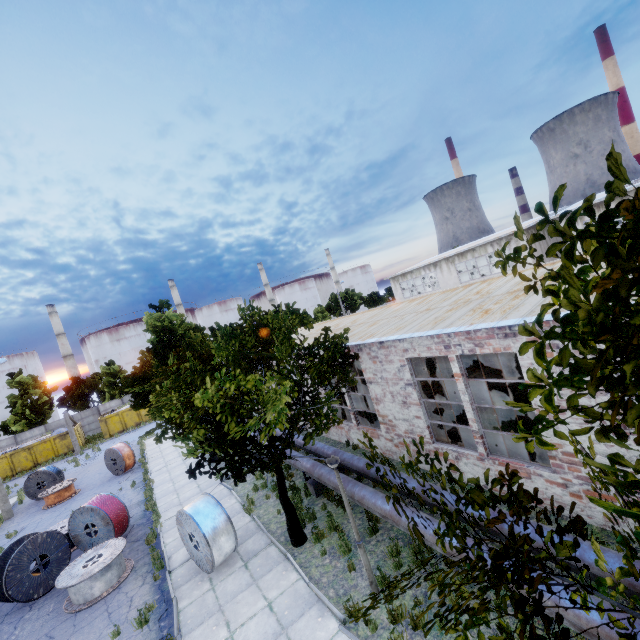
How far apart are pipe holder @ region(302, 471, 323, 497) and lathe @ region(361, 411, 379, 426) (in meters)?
3.03

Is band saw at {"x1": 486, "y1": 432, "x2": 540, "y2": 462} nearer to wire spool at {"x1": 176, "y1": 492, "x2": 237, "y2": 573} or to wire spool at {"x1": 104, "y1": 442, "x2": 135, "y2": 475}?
wire spool at {"x1": 176, "y1": 492, "x2": 237, "y2": 573}

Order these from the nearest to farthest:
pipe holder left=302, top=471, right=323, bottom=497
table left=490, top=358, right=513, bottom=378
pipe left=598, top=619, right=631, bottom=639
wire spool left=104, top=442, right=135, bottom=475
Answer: pipe left=598, top=619, right=631, bottom=639 < pipe holder left=302, top=471, right=323, bottom=497 < table left=490, top=358, right=513, bottom=378 < wire spool left=104, top=442, right=135, bottom=475

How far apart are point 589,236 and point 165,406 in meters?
7.9 m

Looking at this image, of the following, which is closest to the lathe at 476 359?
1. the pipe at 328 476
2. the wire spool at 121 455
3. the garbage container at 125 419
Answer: the pipe at 328 476

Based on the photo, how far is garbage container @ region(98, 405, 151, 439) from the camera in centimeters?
3809cm

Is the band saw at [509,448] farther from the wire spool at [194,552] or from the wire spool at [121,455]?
the wire spool at [121,455]

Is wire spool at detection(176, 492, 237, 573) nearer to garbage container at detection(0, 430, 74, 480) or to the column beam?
the column beam
